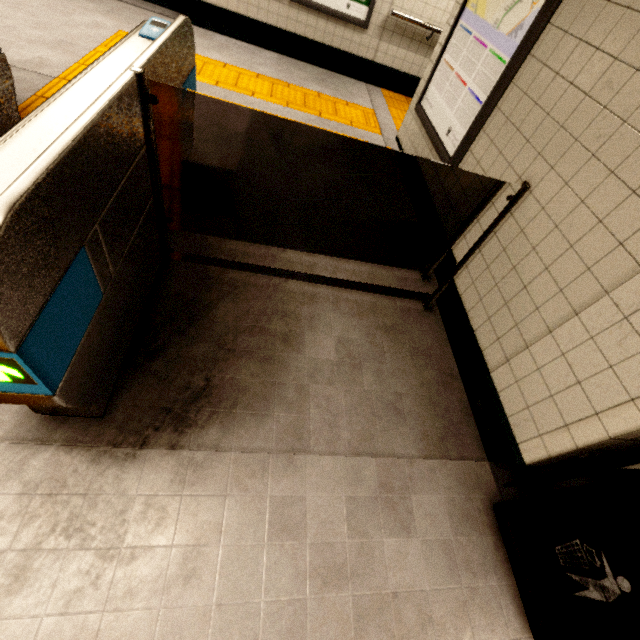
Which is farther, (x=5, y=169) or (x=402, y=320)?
(x=402, y=320)

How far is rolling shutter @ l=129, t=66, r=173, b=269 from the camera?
1.35m

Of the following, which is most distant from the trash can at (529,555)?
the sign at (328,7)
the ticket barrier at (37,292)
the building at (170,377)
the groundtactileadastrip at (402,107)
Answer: the sign at (328,7)

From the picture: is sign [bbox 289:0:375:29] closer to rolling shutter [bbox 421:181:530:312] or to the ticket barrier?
the ticket barrier

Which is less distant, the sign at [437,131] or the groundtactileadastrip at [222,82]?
the sign at [437,131]

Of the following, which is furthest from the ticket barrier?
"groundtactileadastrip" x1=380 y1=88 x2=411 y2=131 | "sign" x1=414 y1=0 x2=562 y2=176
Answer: "groundtactileadastrip" x1=380 y1=88 x2=411 y2=131

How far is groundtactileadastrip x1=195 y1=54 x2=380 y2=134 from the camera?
4.1m

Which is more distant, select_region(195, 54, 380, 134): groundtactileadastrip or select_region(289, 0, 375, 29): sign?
select_region(289, 0, 375, 29): sign
